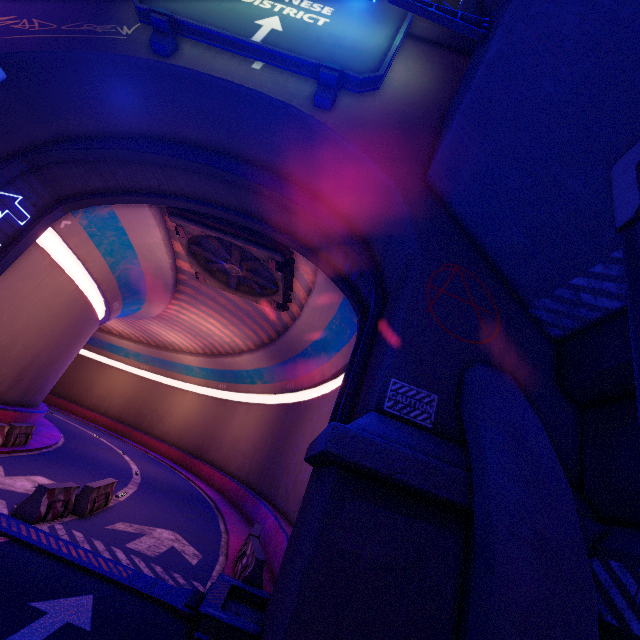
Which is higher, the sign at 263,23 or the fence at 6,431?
the sign at 263,23

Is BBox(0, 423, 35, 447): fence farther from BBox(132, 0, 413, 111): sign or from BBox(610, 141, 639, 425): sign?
BBox(132, 0, 413, 111): sign

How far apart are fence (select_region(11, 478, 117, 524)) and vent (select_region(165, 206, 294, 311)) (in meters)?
10.04

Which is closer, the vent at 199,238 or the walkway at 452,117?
the walkway at 452,117

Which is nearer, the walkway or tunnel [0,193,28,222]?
the walkway

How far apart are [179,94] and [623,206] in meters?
11.7

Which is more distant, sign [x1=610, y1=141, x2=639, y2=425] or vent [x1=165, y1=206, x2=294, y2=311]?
vent [x1=165, y1=206, x2=294, y2=311]

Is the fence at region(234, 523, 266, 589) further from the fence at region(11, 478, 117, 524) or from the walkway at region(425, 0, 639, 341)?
the walkway at region(425, 0, 639, 341)
